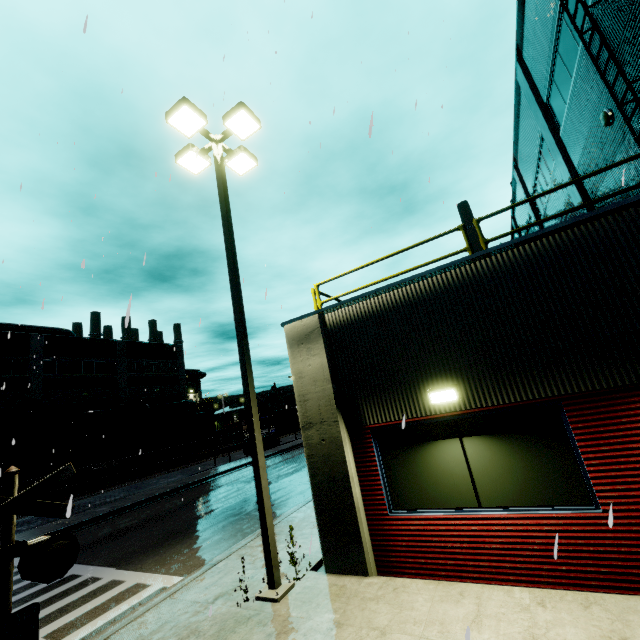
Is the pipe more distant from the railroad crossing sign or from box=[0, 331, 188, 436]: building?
the railroad crossing sign

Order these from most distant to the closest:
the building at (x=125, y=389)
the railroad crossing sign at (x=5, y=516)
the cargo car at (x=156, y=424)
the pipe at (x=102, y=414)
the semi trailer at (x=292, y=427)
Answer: the semi trailer at (x=292, y=427) < the pipe at (x=102, y=414) < the cargo car at (x=156, y=424) < the building at (x=125, y=389) < the railroad crossing sign at (x=5, y=516)

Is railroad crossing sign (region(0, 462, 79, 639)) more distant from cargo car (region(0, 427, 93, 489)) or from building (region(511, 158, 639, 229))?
cargo car (region(0, 427, 93, 489))

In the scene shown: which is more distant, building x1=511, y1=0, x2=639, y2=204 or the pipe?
the pipe

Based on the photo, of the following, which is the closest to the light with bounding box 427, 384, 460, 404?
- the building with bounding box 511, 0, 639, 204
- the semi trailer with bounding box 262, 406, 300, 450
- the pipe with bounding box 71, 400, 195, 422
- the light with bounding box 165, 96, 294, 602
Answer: the building with bounding box 511, 0, 639, 204

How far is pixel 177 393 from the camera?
42.8m

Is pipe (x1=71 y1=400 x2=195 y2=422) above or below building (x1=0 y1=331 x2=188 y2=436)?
below

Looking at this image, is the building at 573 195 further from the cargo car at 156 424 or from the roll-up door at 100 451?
the cargo car at 156 424
